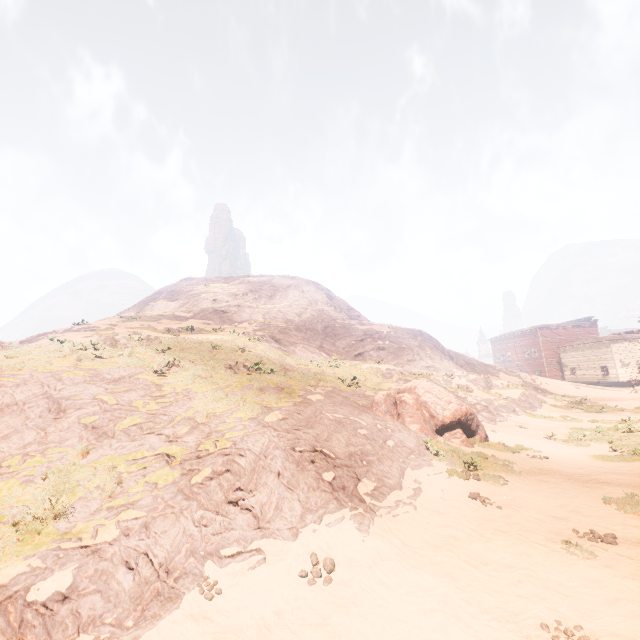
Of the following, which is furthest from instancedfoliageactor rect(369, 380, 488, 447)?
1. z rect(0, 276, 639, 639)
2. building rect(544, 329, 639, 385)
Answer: building rect(544, 329, 639, 385)

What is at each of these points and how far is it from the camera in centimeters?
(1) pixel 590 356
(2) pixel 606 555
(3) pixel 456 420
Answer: (1) building, 5262cm
(2) z, 662cm
(3) instancedfoliageactor, 1404cm

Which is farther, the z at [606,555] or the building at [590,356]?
the building at [590,356]

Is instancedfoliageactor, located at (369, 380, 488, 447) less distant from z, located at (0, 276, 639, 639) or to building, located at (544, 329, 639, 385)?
z, located at (0, 276, 639, 639)

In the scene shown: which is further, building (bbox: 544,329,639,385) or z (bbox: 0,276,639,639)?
building (bbox: 544,329,639,385)

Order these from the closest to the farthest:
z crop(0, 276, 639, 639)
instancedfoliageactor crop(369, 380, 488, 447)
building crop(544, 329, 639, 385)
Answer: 1. z crop(0, 276, 639, 639)
2. instancedfoliageactor crop(369, 380, 488, 447)
3. building crop(544, 329, 639, 385)

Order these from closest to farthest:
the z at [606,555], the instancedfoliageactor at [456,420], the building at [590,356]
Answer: the z at [606,555]
the instancedfoliageactor at [456,420]
the building at [590,356]
